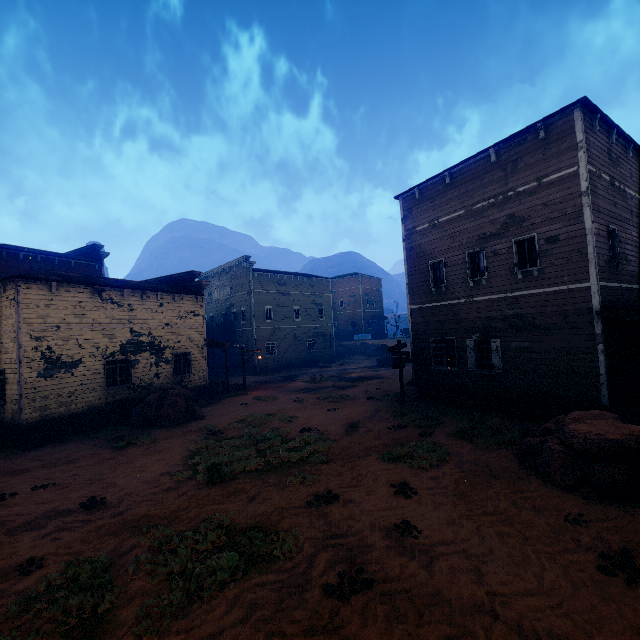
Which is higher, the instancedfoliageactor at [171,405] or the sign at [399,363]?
the sign at [399,363]

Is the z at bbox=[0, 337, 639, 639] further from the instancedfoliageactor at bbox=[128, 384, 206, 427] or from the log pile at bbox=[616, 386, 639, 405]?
the log pile at bbox=[616, 386, 639, 405]

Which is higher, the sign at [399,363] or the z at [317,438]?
the sign at [399,363]

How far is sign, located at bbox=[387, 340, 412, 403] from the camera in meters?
16.2

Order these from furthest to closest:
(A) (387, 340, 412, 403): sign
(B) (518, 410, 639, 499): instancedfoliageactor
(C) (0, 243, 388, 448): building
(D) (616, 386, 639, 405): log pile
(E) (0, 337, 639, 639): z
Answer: (A) (387, 340, 412, 403): sign
(C) (0, 243, 388, 448): building
(D) (616, 386, 639, 405): log pile
(B) (518, 410, 639, 499): instancedfoliageactor
(E) (0, 337, 639, 639): z

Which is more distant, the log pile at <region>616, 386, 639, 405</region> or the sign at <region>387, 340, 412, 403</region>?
the sign at <region>387, 340, 412, 403</region>

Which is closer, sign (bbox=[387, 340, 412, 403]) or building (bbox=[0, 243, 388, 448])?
building (bbox=[0, 243, 388, 448])

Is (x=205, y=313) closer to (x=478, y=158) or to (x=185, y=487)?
(x=185, y=487)
